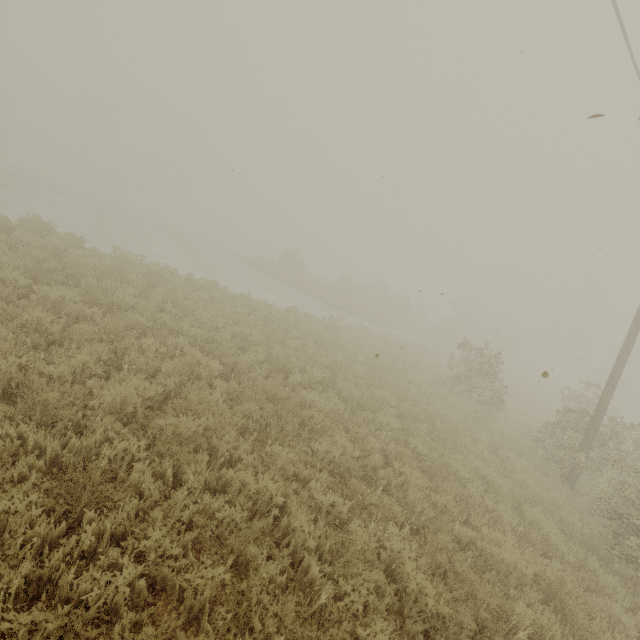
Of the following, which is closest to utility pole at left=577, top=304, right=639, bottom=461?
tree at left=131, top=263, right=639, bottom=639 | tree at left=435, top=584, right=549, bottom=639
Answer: tree at left=131, top=263, right=639, bottom=639

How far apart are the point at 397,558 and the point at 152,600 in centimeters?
326cm

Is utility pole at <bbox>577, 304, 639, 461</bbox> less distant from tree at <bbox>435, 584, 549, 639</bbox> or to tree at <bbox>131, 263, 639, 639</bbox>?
tree at <bbox>131, 263, 639, 639</bbox>

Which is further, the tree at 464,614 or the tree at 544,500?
the tree at 544,500

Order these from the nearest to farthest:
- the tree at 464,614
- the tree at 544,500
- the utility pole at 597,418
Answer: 1. the tree at 464,614
2. the tree at 544,500
3. the utility pole at 597,418

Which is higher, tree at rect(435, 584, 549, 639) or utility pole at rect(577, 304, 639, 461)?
utility pole at rect(577, 304, 639, 461)

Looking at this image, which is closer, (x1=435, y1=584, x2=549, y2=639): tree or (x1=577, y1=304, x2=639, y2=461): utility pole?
(x1=435, y1=584, x2=549, y2=639): tree
